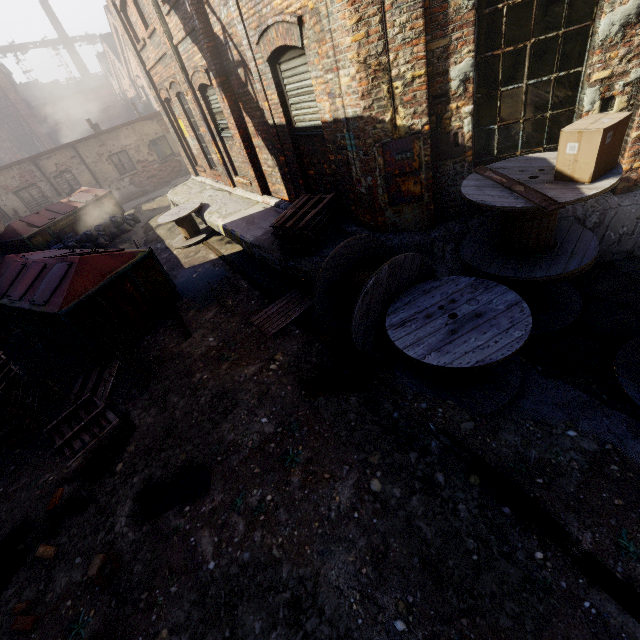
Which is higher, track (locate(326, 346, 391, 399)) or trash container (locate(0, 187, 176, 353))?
trash container (locate(0, 187, 176, 353))

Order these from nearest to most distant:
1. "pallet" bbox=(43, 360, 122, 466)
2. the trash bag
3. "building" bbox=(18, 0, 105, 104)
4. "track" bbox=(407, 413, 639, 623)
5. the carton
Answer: "track" bbox=(407, 413, 639, 623)
the carton
"pallet" bbox=(43, 360, 122, 466)
the trash bag
"building" bbox=(18, 0, 105, 104)

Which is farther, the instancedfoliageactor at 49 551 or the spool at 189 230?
the spool at 189 230

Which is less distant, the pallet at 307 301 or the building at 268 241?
the building at 268 241

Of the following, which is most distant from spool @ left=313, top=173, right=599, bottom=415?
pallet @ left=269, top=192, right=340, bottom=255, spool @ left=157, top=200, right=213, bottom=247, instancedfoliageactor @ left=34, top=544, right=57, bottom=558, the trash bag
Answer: the trash bag

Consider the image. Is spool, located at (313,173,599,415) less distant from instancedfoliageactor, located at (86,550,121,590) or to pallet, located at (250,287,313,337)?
pallet, located at (250,287,313,337)

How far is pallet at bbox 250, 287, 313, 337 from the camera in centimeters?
599cm

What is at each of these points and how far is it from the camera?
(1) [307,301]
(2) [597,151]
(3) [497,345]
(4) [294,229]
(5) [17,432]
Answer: (1) pallet, 6.22m
(2) carton, 3.07m
(3) spool, 3.26m
(4) pallet, 5.86m
(5) pallet, 5.51m
